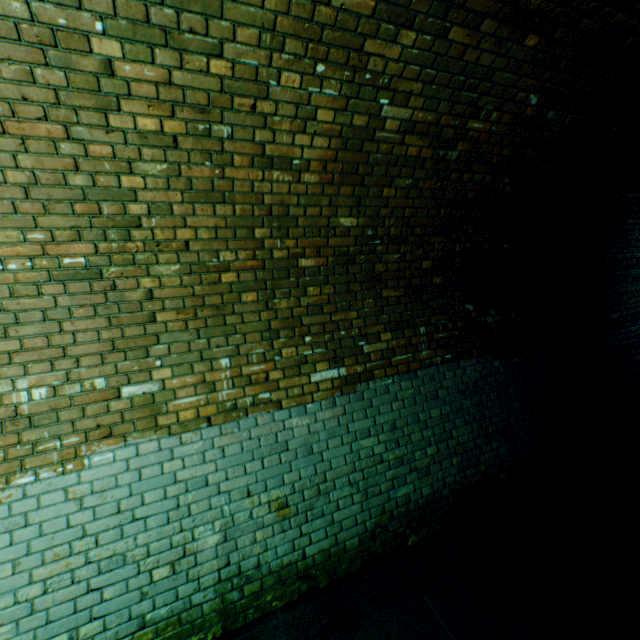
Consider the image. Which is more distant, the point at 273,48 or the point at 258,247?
the point at 258,247
